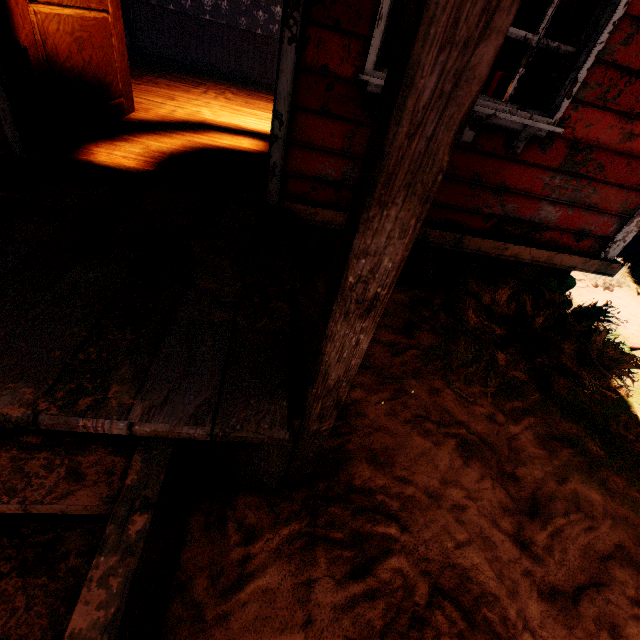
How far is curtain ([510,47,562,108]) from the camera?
2.15m

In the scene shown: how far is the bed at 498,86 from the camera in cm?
253

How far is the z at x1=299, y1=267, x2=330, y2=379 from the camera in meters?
2.3

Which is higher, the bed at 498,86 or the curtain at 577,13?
the curtain at 577,13

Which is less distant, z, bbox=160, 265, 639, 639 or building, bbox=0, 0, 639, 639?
building, bbox=0, 0, 639, 639

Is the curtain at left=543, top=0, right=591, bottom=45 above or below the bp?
above

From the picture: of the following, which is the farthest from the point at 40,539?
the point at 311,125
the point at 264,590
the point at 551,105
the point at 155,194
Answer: the point at 551,105

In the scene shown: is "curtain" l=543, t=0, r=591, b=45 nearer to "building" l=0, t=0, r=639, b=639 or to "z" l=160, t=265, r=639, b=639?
"building" l=0, t=0, r=639, b=639
